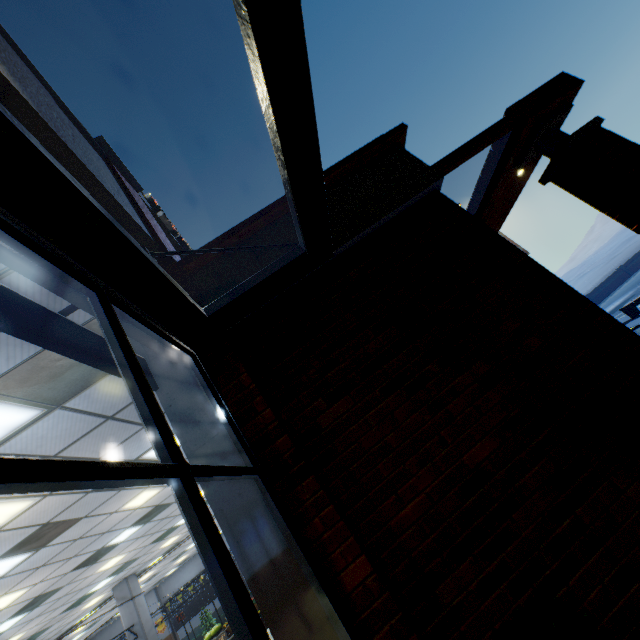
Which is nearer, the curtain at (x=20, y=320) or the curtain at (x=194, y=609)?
the curtain at (x=20, y=320)

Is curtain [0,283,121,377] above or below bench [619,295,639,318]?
above

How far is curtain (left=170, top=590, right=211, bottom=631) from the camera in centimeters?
2050cm

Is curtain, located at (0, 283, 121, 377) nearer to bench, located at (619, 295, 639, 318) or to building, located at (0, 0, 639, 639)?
building, located at (0, 0, 639, 639)

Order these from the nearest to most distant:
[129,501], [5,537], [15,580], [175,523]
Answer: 1. [5,537]
2. [15,580]
3. [129,501]
4. [175,523]

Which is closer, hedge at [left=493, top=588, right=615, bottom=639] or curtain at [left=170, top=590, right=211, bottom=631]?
hedge at [left=493, top=588, right=615, bottom=639]

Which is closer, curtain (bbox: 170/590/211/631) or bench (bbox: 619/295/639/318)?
bench (bbox: 619/295/639/318)

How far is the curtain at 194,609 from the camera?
20.50m
